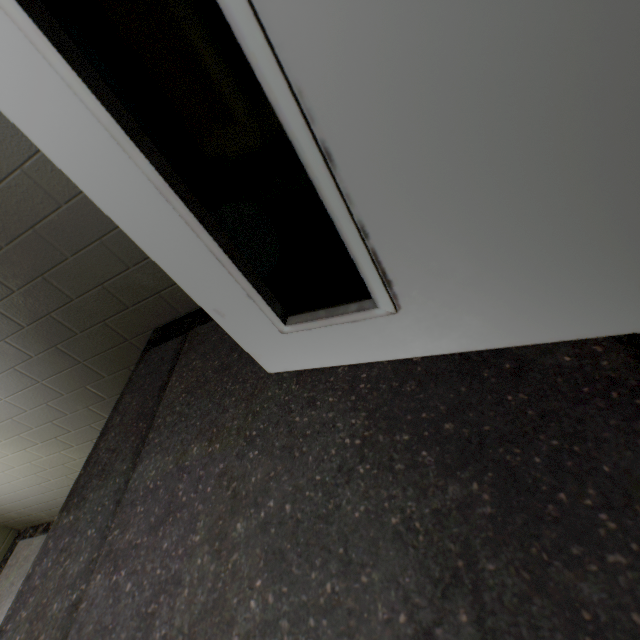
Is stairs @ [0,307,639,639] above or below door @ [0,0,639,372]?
below

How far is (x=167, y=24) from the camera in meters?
0.4 m

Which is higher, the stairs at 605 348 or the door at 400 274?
the door at 400 274
